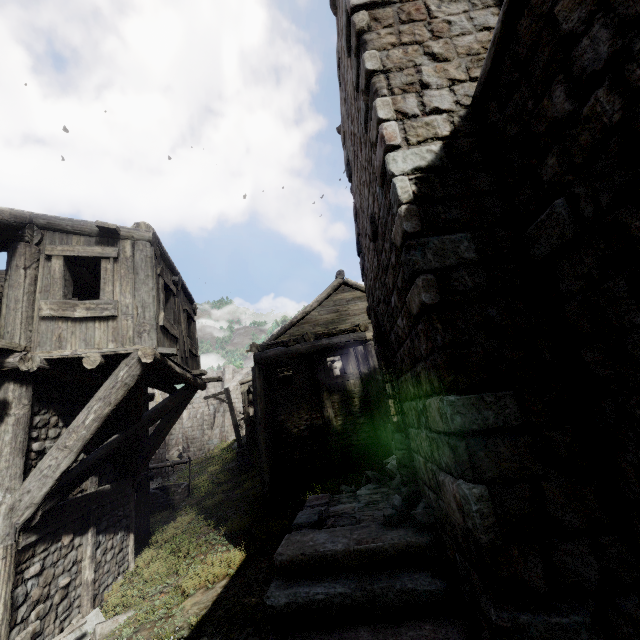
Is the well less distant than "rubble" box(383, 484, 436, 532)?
No

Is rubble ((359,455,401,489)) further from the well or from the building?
the well

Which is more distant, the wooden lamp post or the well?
the wooden lamp post

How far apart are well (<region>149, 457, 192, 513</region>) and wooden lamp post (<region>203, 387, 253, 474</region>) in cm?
199

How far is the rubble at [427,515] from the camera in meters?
4.7

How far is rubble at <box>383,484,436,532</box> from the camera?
4.67m

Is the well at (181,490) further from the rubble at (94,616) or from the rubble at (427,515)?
the rubble at (427,515)

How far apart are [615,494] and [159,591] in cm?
906
